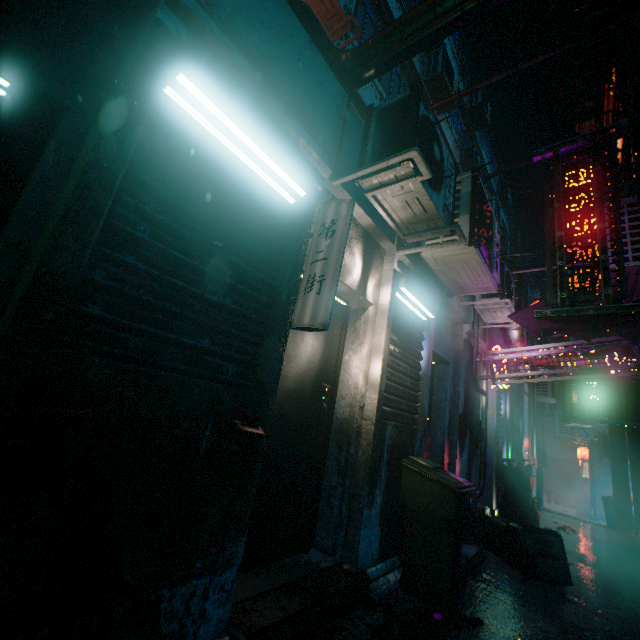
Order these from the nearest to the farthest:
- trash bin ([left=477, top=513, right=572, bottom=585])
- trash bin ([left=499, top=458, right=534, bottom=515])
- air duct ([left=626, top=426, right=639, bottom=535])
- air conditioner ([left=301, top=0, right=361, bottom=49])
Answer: trash bin ([left=477, top=513, right=572, bottom=585]) < air conditioner ([left=301, top=0, right=361, bottom=49]) < trash bin ([left=499, top=458, right=534, bottom=515]) < air duct ([left=626, top=426, right=639, bottom=535])

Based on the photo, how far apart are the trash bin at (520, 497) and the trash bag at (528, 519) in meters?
0.0

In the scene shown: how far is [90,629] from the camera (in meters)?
1.13

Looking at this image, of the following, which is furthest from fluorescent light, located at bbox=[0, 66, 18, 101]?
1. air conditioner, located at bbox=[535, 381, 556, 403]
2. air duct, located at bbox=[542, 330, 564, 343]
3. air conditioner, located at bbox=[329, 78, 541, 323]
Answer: air conditioner, located at bbox=[535, 381, 556, 403]

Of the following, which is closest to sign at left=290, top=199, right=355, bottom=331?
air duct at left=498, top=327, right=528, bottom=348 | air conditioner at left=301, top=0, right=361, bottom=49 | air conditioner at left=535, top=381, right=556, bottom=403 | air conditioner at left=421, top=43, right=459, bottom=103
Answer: air duct at left=498, top=327, right=528, bottom=348

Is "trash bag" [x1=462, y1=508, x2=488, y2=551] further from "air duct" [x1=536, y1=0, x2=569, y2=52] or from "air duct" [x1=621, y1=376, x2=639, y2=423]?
"air duct" [x1=621, y1=376, x2=639, y2=423]

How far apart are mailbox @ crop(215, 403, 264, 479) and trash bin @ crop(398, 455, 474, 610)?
1.8m

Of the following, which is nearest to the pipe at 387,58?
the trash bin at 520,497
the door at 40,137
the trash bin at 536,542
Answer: the door at 40,137
